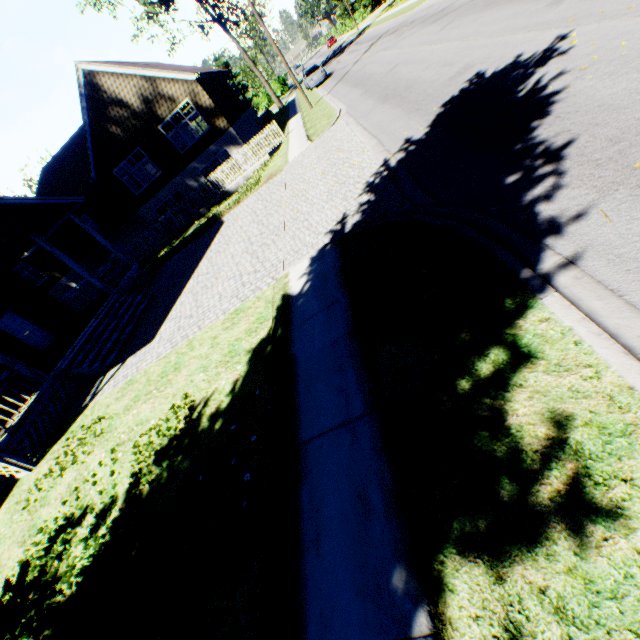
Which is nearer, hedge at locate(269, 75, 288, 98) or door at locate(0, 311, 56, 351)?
door at locate(0, 311, 56, 351)

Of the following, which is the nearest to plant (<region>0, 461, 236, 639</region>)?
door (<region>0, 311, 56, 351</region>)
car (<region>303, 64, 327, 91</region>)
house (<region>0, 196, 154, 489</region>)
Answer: house (<region>0, 196, 154, 489</region>)

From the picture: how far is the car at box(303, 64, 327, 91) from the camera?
29.86m

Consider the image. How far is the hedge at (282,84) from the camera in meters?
54.0 m

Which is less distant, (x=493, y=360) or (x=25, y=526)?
(x=493, y=360)

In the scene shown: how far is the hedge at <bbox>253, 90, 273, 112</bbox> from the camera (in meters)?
55.00

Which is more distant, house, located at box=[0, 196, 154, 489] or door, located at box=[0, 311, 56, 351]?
door, located at box=[0, 311, 56, 351]

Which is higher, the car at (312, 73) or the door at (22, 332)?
the door at (22, 332)
